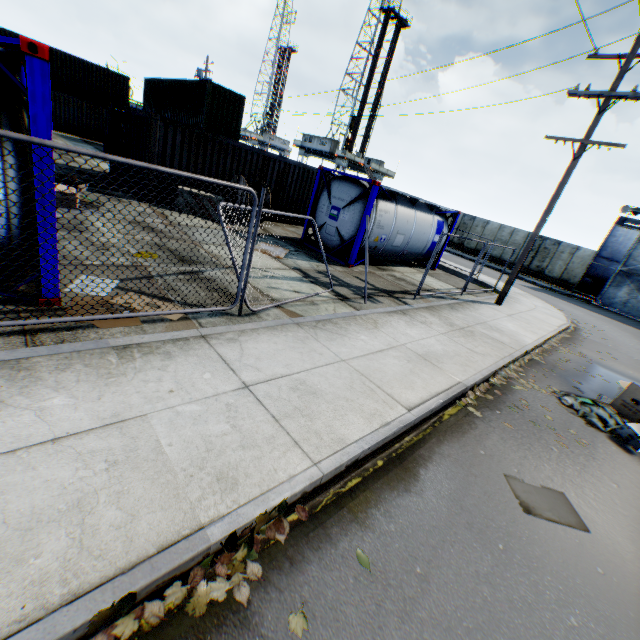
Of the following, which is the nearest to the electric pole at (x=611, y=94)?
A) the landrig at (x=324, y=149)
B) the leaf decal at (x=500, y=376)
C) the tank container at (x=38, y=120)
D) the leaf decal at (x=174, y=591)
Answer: the tank container at (x=38, y=120)

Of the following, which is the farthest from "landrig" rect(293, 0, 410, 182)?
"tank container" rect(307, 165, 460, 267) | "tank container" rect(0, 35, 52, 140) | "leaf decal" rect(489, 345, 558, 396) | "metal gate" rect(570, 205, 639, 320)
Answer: "leaf decal" rect(489, 345, 558, 396)

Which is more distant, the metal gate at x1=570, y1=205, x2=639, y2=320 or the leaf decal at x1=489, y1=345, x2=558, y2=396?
the metal gate at x1=570, y1=205, x2=639, y2=320

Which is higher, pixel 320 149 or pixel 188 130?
pixel 320 149

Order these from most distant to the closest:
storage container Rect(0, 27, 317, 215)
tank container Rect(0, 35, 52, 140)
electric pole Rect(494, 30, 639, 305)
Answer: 1. storage container Rect(0, 27, 317, 215)
2. electric pole Rect(494, 30, 639, 305)
3. tank container Rect(0, 35, 52, 140)

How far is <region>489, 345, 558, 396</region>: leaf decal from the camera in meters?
A: 6.9

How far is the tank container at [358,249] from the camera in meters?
11.3 m

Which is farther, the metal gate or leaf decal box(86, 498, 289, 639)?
the metal gate
